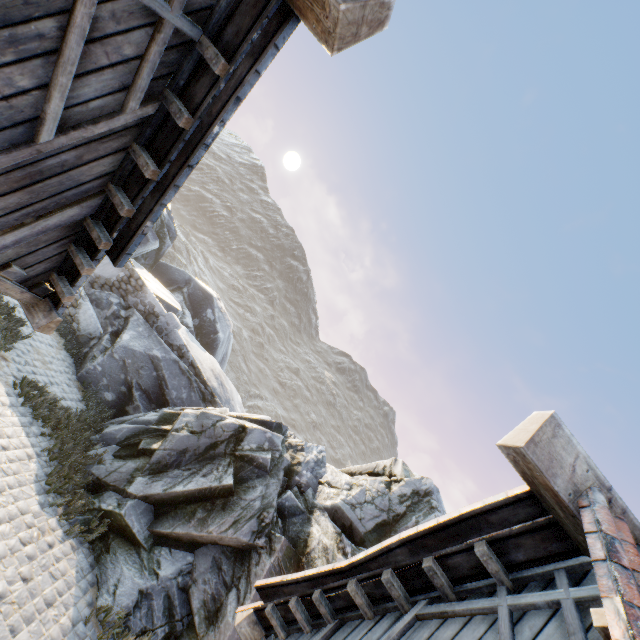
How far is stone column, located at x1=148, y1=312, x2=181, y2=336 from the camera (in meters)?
12.79

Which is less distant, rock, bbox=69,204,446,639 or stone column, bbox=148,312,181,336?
rock, bbox=69,204,446,639

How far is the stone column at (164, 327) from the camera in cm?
1279

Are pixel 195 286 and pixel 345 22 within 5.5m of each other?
no

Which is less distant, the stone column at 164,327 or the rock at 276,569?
the rock at 276,569
